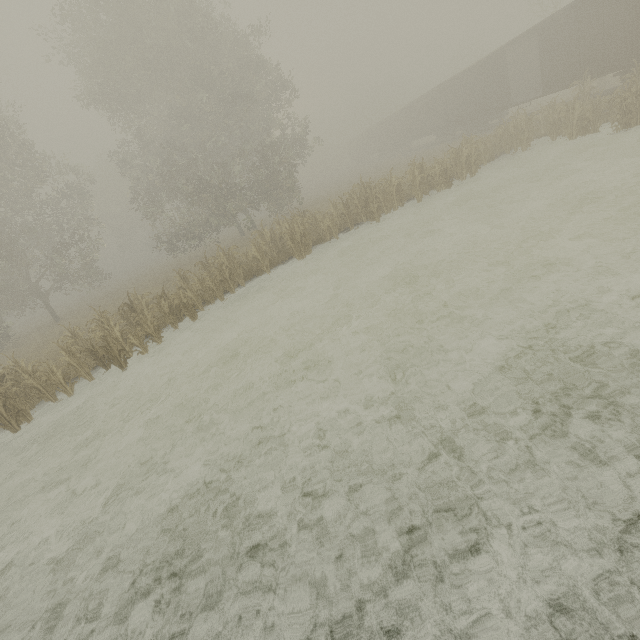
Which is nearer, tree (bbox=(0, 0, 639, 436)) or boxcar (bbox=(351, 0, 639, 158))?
tree (bbox=(0, 0, 639, 436))

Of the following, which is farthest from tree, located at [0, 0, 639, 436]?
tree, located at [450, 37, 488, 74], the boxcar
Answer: tree, located at [450, 37, 488, 74]

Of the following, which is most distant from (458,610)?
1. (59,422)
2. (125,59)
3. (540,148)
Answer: (125,59)

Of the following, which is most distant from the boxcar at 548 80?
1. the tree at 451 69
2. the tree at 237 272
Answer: the tree at 237 272

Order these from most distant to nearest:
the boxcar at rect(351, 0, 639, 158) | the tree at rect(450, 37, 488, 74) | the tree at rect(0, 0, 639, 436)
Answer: the tree at rect(450, 37, 488, 74) < the boxcar at rect(351, 0, 639, 158) < the tree at rect(0, 0, 639, 436)

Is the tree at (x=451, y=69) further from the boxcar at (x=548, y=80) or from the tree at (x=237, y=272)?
the tree at (x=237, y=272)

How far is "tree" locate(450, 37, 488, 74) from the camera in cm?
4403
